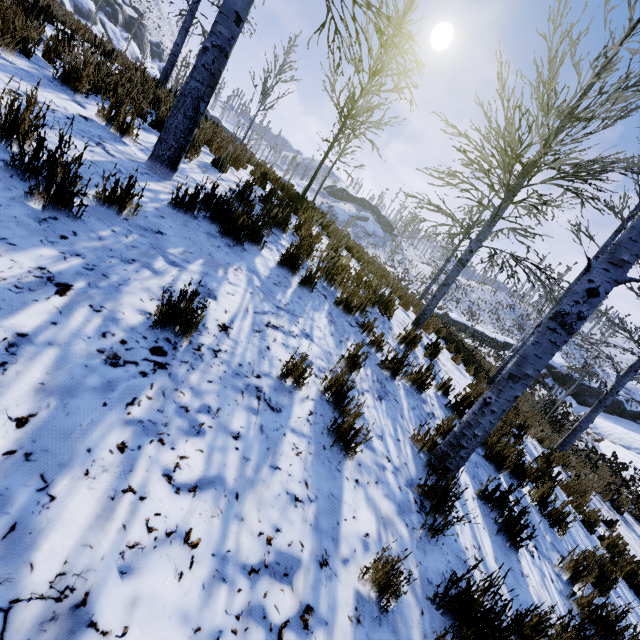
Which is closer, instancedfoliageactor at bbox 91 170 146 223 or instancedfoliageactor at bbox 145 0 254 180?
instancedfoliageactor at bbox 91 170 146 223

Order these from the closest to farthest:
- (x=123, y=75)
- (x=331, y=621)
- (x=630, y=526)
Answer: (x=331, y=621) < (x=123, y=75) < (x=630, y=526)

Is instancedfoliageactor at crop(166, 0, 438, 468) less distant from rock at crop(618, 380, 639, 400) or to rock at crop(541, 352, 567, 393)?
rock at crop(541, 352, 567, 393)

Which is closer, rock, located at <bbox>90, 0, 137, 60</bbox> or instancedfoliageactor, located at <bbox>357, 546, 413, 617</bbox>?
instancedfoliageactor, located at <bbox>357, 546, 413, 617</bbox>

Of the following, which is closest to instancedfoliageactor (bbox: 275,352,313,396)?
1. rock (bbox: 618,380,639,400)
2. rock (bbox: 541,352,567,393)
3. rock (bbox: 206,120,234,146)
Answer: rock (bbox: 206,120,234,146)

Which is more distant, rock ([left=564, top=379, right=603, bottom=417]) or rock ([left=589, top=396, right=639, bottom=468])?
rock ([left=564, top=379, right=603, bottom=417])

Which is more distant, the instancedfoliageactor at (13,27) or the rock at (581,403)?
the rock at (581,403)

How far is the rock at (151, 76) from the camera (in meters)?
6.00
